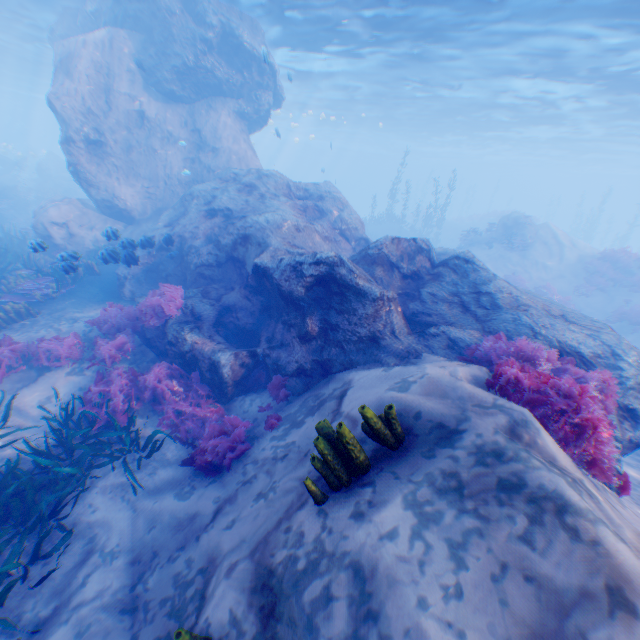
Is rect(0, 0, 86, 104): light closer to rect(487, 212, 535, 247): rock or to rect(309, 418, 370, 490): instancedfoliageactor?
rect(487, 212, 535, 247): rock

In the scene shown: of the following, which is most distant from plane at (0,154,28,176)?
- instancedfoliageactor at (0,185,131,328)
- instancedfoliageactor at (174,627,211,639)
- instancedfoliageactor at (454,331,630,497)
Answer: instancedfoliageactor at (454,331,630,497)

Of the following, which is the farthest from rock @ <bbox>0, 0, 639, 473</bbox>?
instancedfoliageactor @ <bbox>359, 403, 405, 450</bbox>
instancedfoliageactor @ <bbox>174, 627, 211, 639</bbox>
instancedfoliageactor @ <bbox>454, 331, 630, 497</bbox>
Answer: instancedfoliageactor @ <bbox>174, 627, 211, 639</bbox>

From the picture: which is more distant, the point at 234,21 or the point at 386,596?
the point at 234,21

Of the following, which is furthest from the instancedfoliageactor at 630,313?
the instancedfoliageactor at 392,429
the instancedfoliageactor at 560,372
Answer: the instancedfoliageactor at 392,429

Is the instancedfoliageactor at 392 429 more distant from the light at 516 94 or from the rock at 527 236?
the light at 516 94

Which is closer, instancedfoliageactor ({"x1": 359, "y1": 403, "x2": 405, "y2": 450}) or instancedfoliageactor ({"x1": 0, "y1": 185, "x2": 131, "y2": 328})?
Answer: instancedfoliageactor ({"x1": 359, "y1": 403, "x2": 405, "y2": 450})

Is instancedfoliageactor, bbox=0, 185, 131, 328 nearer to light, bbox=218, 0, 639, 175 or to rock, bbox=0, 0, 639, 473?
rock, bbox=0, 0, 639, 473
